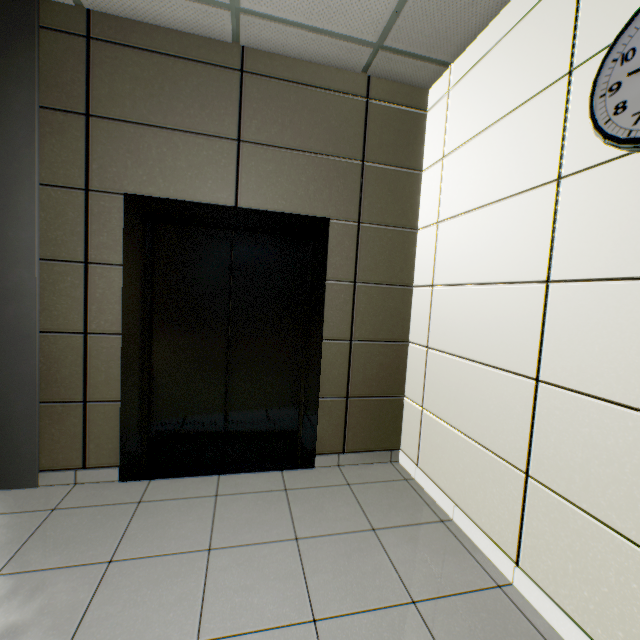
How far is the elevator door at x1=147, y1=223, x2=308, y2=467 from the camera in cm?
252

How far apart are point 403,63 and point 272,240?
1.68m

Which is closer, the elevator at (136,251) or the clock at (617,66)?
the clock at (617,66)

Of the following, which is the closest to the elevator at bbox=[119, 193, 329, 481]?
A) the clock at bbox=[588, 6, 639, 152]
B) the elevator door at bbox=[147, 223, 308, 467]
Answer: the elevator door at bbox=[147, 223, 308, 467]

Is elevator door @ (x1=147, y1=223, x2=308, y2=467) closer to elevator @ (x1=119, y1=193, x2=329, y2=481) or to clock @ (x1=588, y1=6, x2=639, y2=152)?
elevator @ (x1=119, y1=193, x2=329, y2=481)

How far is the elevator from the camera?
2.30m

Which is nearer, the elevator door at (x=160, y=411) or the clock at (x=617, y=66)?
the clock at (x=617, y=66)
